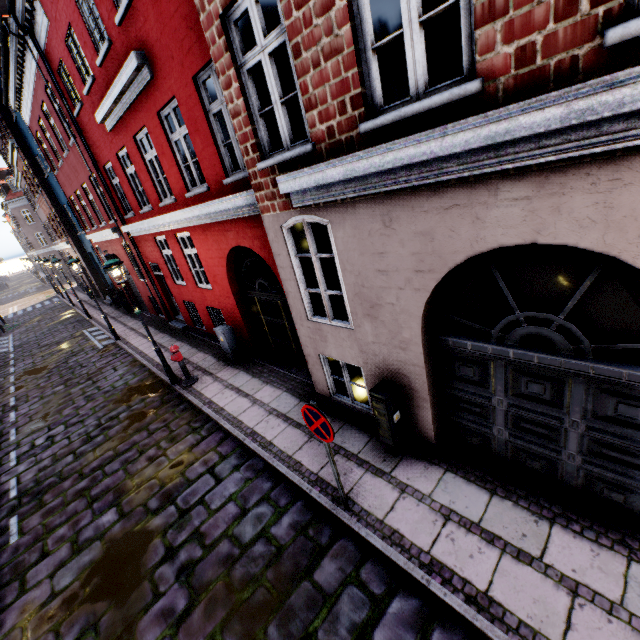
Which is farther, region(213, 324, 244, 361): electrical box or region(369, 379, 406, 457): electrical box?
region(213, 324, 244, 361): electrical box

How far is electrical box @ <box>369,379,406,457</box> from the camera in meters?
4.8

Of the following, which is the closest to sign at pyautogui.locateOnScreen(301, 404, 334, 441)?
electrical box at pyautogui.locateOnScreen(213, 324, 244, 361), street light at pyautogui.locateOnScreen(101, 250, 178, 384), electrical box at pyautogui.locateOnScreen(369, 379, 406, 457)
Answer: electrical box at pyautogui.locateOnScreen(369, 379, 406, 457)

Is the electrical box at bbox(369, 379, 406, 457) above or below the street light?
below

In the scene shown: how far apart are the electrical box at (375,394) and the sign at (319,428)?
1.2m

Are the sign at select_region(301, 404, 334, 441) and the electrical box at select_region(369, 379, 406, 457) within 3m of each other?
yes

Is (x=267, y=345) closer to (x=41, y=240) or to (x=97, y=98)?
(x=97, y=98)

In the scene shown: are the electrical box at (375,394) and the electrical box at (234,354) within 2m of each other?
no
